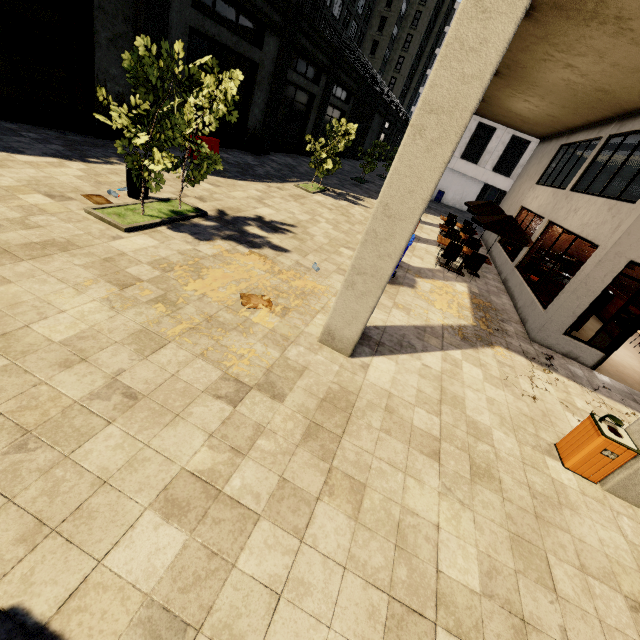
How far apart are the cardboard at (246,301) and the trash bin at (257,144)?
15.1 meters

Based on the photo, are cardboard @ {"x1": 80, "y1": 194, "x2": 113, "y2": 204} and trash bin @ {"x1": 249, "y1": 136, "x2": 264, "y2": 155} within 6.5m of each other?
no

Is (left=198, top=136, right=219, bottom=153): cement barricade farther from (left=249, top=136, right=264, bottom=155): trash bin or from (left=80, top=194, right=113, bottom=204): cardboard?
(left=80, top=194, right=113, bottom=204): cardboard

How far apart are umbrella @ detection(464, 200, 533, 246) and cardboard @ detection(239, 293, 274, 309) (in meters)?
8.72

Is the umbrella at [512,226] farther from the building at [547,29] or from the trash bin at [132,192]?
the trash bin at [132,192]

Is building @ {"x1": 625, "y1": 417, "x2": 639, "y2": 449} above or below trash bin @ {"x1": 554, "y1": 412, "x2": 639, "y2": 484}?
above

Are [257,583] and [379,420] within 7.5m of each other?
yes

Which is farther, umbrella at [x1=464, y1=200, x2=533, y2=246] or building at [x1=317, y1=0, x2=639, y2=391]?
umbrella at [x1=464, y1=200, x2=533, y2=246]
